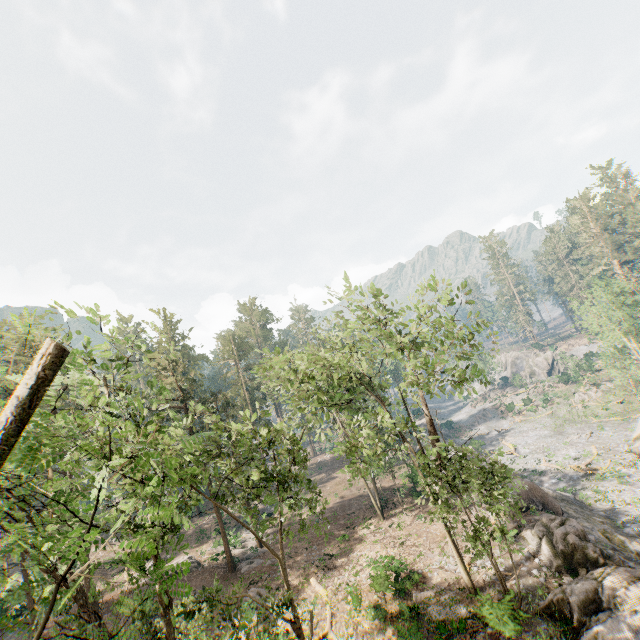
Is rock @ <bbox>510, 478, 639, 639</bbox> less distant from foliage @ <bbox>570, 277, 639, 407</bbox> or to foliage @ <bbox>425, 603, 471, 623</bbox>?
foliage @ <bbox>425, 603, 471, 623</bbox>

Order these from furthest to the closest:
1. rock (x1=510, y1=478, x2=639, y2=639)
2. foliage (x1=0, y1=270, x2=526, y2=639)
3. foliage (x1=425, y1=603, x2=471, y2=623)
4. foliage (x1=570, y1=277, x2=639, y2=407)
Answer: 1. foliage (x1=570, y1=277, x2=639, y2=407)
2. foliage (x1=425, y1=603, x2=471, y2=623)
3. rock (x1=510, y1=478, x2=639, y2=639)
4. foliage (x1=0, y1=270, x2=526, y2=639)

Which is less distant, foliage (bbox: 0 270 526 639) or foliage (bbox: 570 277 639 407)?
foliage (bbox: 0 270 526 639)

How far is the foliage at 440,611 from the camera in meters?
17.3 m

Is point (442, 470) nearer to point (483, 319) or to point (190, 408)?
point (483, 319)

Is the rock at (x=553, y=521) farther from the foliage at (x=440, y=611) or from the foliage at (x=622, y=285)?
the foliage at (x=622, y=285)

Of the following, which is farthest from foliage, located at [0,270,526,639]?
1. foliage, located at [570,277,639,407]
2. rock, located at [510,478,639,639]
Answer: foliage, located at [570,277,639,407]
